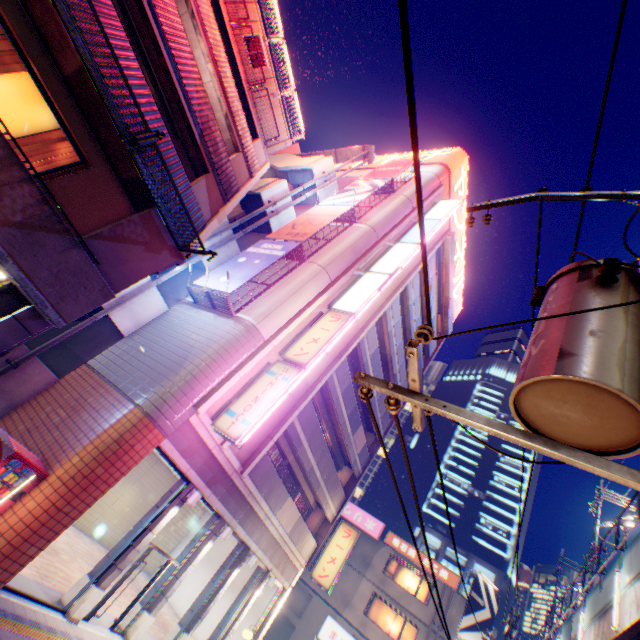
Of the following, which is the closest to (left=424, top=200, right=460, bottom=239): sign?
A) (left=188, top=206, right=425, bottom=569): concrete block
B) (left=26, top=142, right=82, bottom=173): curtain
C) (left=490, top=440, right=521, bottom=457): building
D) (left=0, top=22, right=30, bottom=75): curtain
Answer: (left=188, top=206, right=425, bottom=569): concrete block

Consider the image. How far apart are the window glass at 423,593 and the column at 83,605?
22.7 meters

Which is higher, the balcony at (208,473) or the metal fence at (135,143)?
the metal fence at (135,143)

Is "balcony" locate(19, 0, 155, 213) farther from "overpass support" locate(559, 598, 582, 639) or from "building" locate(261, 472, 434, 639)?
"building" locate(261, 472, 434, 639)

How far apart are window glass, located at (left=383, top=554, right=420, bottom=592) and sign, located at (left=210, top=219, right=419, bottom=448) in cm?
2372

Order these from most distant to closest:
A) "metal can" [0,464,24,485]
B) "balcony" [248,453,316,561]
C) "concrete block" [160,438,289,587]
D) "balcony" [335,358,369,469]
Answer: "balcony" [335,358,369,469] < "balcony" [248,453,316,561] < "concrete block" [160,438,289,587] < "metal can" [0,464,24,485]

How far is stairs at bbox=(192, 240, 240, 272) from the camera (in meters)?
15.36

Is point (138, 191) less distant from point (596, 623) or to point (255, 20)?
point (255, 20)
